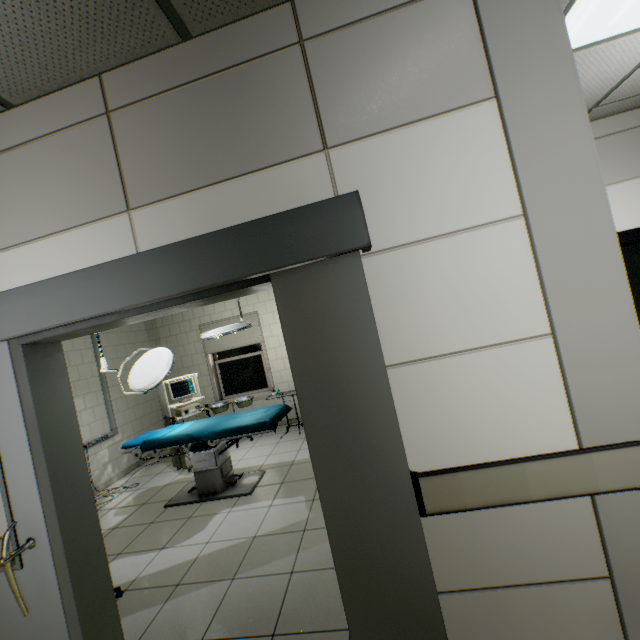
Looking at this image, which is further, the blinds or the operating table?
the blinds

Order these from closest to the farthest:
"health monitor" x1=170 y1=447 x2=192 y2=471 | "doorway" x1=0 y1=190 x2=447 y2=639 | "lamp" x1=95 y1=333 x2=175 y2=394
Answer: "doorway" x1=0 y1=190 x2=447 y2=639 < "lamp" x1=95 y1=333 x2=175 y2=394 < "health monitor" x1=170 y1=447 x2=192 y2=471

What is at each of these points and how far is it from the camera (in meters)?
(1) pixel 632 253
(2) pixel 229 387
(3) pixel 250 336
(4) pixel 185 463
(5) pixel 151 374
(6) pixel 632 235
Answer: (1) elevator door, 3.38
(2) window, 6.95
(3) blinds, 6.69
(4) health monitor, 5.15
(5) lamp, 3.84
(6) elevator, 3.25

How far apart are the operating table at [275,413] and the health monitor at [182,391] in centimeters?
21cm

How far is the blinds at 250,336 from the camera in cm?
666

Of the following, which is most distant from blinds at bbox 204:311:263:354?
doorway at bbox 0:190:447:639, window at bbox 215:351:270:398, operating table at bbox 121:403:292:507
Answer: doorway at bbox 0:190:447:639

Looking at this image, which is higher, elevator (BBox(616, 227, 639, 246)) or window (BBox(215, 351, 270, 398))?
elevator (BBox(616, 227, 639, 246))

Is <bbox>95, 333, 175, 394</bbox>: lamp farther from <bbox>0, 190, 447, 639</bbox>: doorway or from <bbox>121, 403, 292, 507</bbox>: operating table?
<bbox>0, 190, 447, 639</bbox>: doorway
